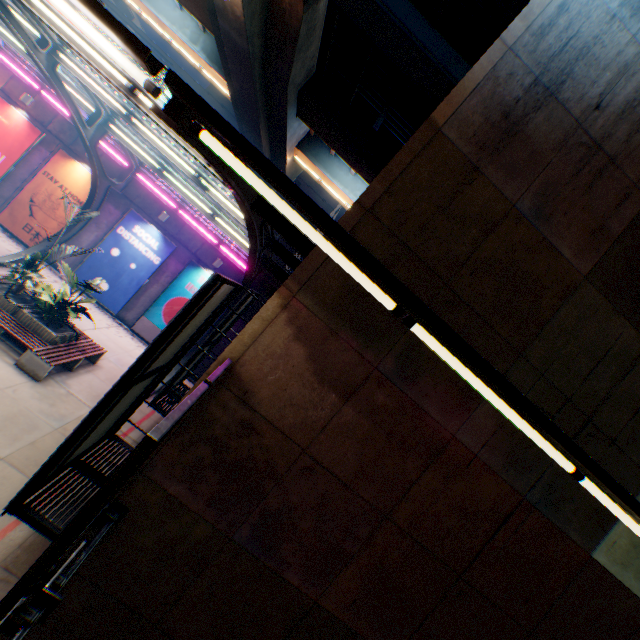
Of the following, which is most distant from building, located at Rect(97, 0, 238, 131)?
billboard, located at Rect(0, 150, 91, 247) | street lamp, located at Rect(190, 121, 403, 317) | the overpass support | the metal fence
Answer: street lamp, located at Rect(190, 121, 403, 317)

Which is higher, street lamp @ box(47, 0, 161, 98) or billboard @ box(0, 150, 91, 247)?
street lamp @ box(47, 0, 161, 98)

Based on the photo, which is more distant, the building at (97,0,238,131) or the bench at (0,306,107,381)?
the building at (97,0,238,131)

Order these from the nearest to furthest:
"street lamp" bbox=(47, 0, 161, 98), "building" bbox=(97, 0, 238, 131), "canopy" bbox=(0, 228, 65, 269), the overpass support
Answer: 1. "street lamp" bbox=(47, 0, 161, 98)
2. the overpass support
3. "canopy" bbox=(0, 228, 65, 269)
4. "building" bbox=(97, 0, 238, 131)

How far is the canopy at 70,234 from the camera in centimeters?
1348cm

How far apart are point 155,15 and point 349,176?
14.84m

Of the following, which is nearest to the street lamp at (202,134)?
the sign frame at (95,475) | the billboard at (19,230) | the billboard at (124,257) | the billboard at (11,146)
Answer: the sign frame at (95,475)

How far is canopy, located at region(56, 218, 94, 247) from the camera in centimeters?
1348cm
